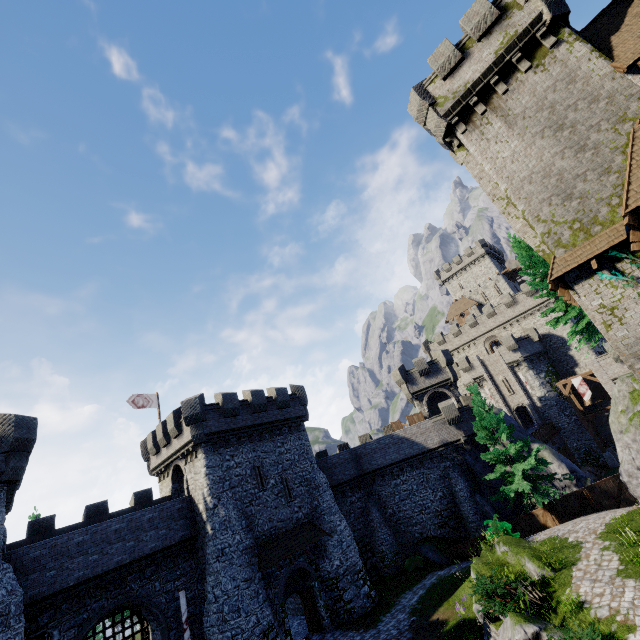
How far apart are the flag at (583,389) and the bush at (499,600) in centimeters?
3212cm

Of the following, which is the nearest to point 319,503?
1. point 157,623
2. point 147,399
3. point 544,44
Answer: point 157,623

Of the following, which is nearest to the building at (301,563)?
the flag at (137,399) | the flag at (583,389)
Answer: the flag at (137,399)

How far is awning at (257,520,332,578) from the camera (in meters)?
20.83

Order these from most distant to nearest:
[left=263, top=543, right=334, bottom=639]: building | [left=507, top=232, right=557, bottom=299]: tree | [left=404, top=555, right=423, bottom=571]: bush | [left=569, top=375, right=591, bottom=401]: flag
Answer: [left=569, top=375, right=591, bottom=401]: flag < [left=404, top=555, right=423, bottom=571]: bush < [left=507, top=232, right=557, bottom=299]: tree < [left=263, top=543, right=334, bottom=639]: building

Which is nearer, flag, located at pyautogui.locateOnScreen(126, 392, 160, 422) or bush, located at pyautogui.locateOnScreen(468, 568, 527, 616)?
bush, located at pyautogui.locateOnScreen(468, 568, 527, 616)

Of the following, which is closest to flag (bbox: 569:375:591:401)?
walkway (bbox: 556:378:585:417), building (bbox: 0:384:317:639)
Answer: walkway (bbox: 556:378:585:417)

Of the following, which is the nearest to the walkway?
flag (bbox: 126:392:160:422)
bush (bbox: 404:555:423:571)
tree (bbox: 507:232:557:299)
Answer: tree (bbox: 507:232:557:299)
